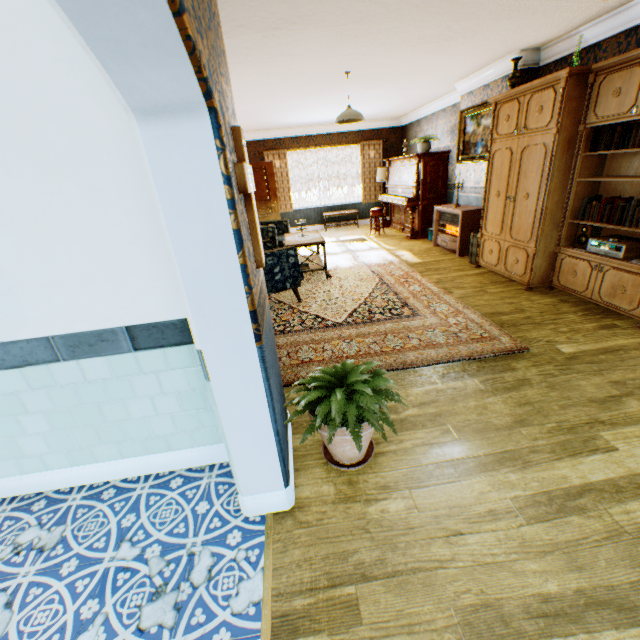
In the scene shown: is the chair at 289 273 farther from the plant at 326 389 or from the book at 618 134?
the book at 618 134

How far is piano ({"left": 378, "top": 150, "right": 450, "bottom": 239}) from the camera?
7.80m

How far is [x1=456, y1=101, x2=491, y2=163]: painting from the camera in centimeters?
588cm

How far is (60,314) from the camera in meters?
1.7

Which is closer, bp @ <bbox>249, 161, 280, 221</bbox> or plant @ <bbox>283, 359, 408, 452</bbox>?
plant @ <bbox>283, 359, 408, 452</bbox>

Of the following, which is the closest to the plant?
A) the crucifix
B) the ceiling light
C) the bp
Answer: the crucifix

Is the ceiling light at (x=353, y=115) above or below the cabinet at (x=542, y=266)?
above

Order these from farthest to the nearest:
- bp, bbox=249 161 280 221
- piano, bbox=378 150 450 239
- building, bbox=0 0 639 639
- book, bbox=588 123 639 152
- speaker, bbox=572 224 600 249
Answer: bp, bbox=249 161 280 221
piano, bbox=378 150 450 239
speaker, bbox=572 224 600 249
book, bbox=588 123 639 152
building, bbox=0 0 639 639
